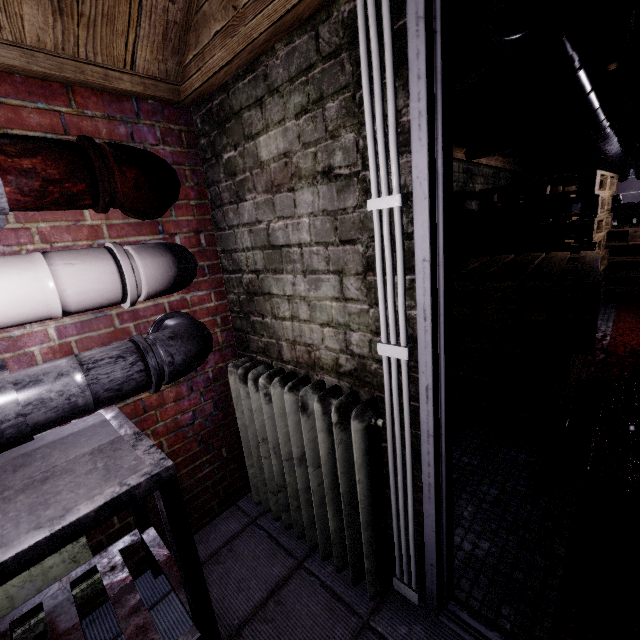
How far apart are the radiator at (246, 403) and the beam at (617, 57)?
1.31m

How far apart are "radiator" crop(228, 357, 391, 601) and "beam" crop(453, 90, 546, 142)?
2.73m

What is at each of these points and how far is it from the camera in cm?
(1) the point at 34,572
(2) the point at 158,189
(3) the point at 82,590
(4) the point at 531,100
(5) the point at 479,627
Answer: (1) radiator, 116
(2) pipe, 106
(3) radiator, 126
(4) beam, 246
(5) door, 112

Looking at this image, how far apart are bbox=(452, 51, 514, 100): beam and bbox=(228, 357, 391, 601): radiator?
1.31m

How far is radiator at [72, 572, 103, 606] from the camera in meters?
1.3

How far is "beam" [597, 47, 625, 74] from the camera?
2.1m

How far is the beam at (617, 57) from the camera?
2.09m

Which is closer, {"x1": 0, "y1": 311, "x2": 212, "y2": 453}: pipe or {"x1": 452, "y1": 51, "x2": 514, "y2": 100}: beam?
{"x1": 0, "y1": 311, "x2": 212, "y2": 453}: pipe
